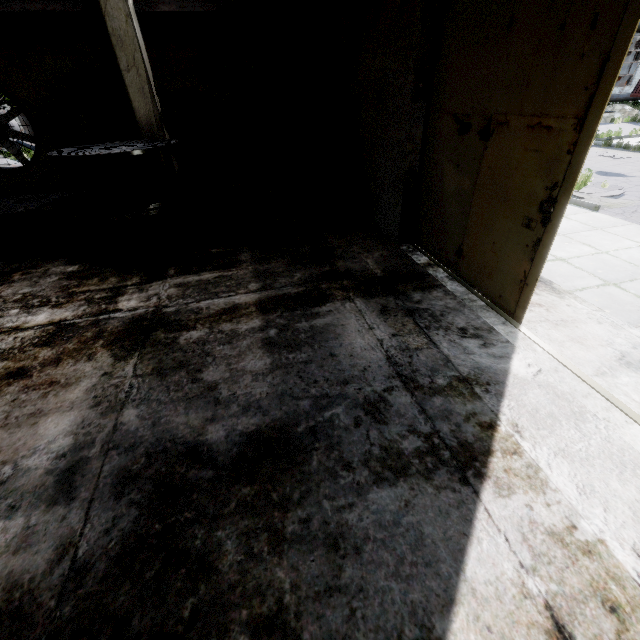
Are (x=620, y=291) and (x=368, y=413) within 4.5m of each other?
no

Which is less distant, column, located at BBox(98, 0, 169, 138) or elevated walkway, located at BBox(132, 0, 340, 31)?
column, located at BBox(98, 0, 169, 138)

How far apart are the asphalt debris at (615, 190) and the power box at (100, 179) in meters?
12.2

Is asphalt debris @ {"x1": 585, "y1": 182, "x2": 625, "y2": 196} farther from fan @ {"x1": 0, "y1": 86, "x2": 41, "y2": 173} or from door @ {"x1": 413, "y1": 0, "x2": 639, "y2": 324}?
fan @ {"x1": 0, "y1": 86, "x2": 41, "y2": 173}

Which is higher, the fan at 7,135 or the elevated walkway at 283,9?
the elevated walkway at 283,9

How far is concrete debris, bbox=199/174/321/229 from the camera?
7.43m

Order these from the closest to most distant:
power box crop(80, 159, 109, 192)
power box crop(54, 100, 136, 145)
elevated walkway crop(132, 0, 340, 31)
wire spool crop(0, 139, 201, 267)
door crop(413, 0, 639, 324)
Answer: door crop(413, 0, 639, 324) → wire spool crop(0, 139, 201, 267) → elevated walkway crop(132, 0, 340, 31) → power box crop(54, 100, 136, 145) → power box crop(80, 159, 109, 192)

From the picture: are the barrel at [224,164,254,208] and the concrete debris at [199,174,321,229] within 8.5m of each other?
yes
